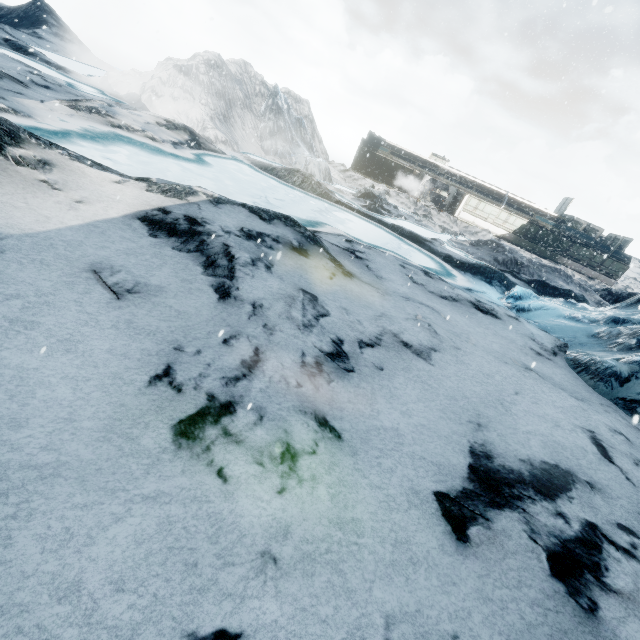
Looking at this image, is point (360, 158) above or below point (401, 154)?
below
